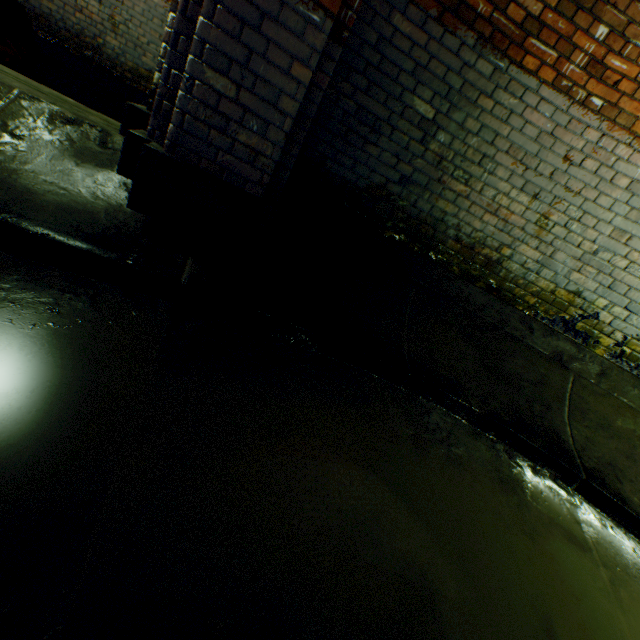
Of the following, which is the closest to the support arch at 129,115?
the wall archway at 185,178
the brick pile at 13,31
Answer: the wall archway at 185,178

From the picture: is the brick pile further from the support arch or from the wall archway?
the wall archway

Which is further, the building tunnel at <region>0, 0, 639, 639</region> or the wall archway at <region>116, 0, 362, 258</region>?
the wall archway at <region>116, 0, 362, 258</region>

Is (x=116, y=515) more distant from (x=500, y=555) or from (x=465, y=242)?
(x=465, y=242)

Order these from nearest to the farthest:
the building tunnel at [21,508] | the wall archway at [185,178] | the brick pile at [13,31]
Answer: the building tunnel at [21,508]
the wall archway at [185,178]
the brick pile at [13,31]

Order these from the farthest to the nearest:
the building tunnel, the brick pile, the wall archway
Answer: the brick pile
the wall archway
the building tunnel

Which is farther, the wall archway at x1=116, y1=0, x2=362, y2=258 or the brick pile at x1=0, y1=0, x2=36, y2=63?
the brick pile at x1=0, y1=0, x2=36, y2=63
